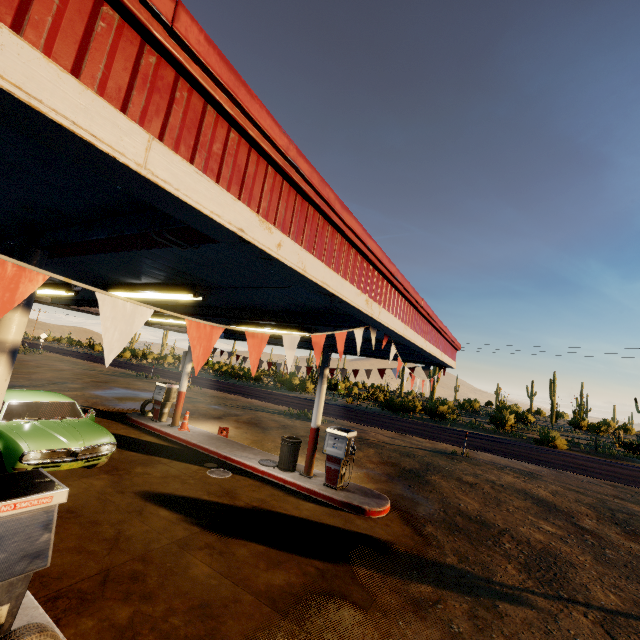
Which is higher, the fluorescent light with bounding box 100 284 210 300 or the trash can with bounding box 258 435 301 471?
the fluorescent light with bounding box 100 284 210 300

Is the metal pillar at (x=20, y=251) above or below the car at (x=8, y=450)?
above

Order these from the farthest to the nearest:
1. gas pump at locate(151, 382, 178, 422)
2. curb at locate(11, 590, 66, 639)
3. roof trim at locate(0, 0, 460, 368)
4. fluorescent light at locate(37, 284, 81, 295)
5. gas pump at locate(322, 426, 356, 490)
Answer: gas pump at locate(151, 382, 178, 422)
gas pump at locate(322, 426, 356, 490)
fluorescent light at locate(37, 284, 81, 295)
curb at locate(11, 590, 66, 639)
roof trim at locate(0, 0, 460, 368)

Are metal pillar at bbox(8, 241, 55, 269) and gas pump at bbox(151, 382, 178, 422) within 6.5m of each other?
no

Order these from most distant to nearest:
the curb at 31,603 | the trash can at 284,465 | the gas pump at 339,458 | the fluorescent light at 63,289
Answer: the trash can at 284,465 → the gas pump at 339,458 → the fluorescent light at 63,289 → the curb at 31,603

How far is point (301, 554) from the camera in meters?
5.7 m

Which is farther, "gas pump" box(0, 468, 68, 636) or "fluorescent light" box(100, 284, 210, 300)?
"fluorescent light" box(100, 284, 210, 300)

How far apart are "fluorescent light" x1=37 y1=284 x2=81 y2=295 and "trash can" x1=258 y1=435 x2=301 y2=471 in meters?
6.5 m
